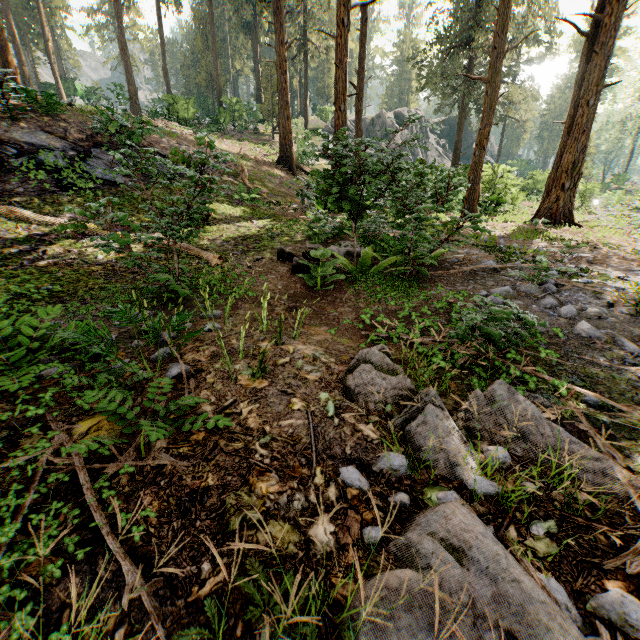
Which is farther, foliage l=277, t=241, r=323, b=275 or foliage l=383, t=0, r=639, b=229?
foliage l=383, t=0, r=639, b=229

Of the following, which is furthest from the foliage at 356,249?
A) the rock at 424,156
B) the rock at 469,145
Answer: the rock at 469,145

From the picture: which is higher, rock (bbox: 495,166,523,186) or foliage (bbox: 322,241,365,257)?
rock (bbox: 495,166,523,186)

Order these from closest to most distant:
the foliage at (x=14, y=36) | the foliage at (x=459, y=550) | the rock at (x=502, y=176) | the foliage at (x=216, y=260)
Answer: the foliage at (x=459, y=550) < the foliage at (x=216, y=260) < the foliage at (x=14, y=36) < the rock at (x=502, y=176)

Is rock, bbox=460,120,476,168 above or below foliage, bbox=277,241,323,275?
above

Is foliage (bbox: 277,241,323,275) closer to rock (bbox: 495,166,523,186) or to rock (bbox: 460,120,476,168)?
rock (bbox: 495,166,523,186)

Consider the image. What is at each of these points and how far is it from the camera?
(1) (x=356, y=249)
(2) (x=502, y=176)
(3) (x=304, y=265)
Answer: (1) foliage, 8.1 meters
(2) rock, 18.8 meters
(3) foliage, 6.7 meters
